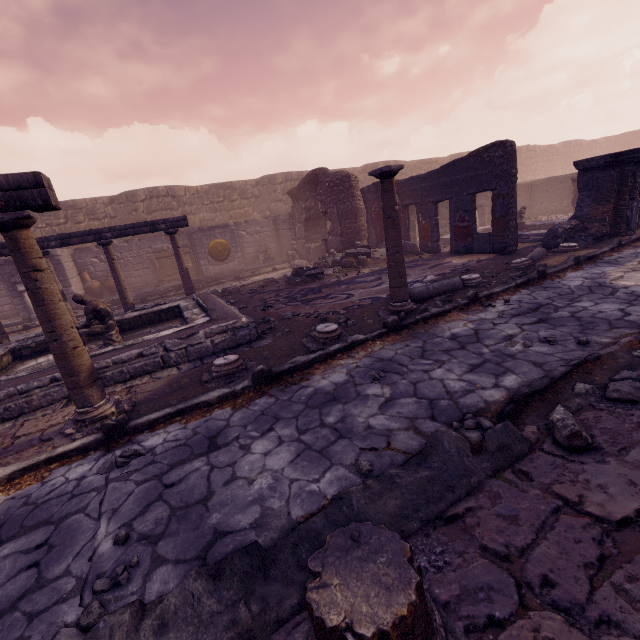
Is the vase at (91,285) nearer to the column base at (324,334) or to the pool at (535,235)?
the column base at (324,334)

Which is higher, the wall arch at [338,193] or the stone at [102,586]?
the wall arch at [338,193]

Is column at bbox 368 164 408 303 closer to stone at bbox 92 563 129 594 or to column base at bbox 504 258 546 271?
column base at bbox 504 258 546 271

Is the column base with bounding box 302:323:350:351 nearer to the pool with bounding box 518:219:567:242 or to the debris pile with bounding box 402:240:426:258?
the debris pile with bounding box 402:240:426:258

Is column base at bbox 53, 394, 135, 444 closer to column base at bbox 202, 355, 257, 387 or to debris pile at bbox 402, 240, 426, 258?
column base at bbox 202, 355, 257, 387

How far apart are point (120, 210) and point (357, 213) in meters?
13.1 m

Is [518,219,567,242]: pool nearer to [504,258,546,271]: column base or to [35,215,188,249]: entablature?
[504,258,546,271]: column base

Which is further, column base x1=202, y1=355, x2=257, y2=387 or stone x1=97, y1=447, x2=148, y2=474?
column base x1=202, y1=355, x2=257, y2=387
